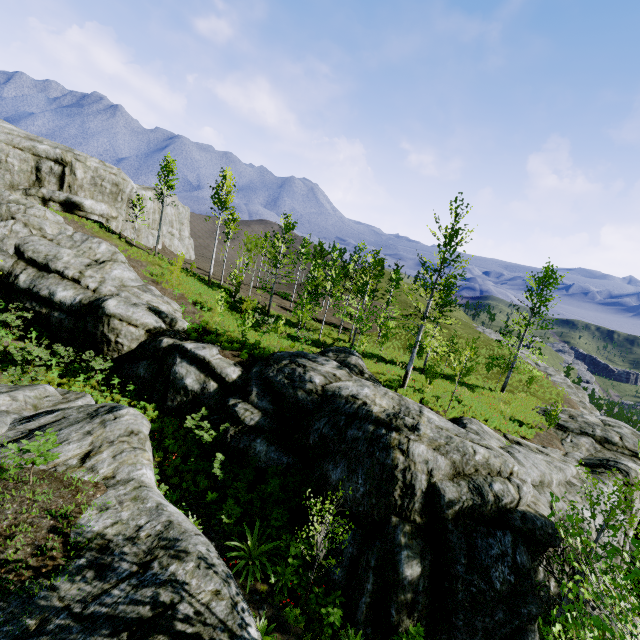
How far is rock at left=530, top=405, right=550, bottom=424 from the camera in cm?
2347

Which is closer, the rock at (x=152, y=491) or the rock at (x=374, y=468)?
the rock at (x=152, y=491)

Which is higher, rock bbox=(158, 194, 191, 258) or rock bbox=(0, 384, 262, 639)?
rock bbox=(158, 194, 191, 258)

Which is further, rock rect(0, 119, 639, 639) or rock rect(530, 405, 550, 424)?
rock rect(530, 405, 550, 424)

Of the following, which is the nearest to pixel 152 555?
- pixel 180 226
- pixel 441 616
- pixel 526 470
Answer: pixel 441 616
